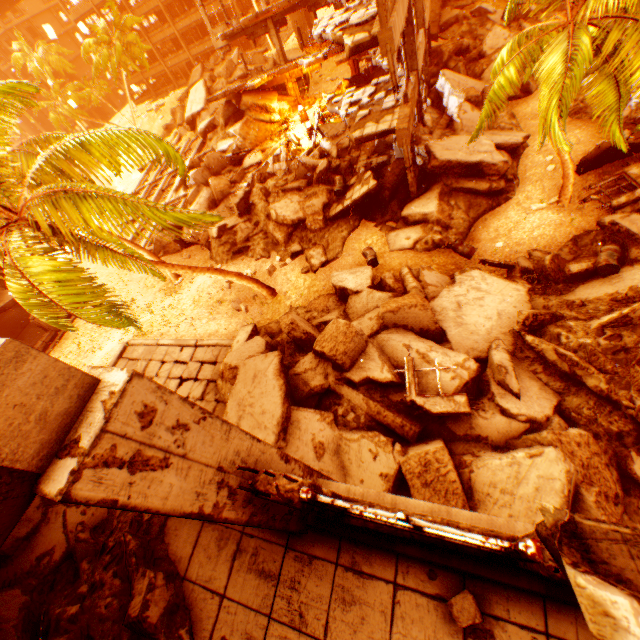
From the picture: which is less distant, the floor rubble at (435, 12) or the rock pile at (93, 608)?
the rock pile at (93, 608)

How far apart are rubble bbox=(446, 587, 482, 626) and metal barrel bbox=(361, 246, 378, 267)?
11.7 meters

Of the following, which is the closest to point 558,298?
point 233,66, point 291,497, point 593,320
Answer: point 593,320

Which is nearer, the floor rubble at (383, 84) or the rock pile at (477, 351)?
the rock pile at (477, 351)

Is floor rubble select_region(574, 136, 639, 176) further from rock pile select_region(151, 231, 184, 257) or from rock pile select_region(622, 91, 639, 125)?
rock pile select_region(151, 231, 184, 257)

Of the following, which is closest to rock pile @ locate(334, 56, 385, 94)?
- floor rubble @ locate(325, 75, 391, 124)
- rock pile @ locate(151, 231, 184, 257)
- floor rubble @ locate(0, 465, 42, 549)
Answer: rock pile @ locate(151, 231, 184, 257)

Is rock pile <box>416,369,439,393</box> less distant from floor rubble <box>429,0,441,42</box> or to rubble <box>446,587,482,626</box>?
floor rubble <box>429,0,441,42</box>

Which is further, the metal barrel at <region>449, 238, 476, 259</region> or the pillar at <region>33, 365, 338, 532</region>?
the metal barrel at <region>449, 238, 476, 259</region>
